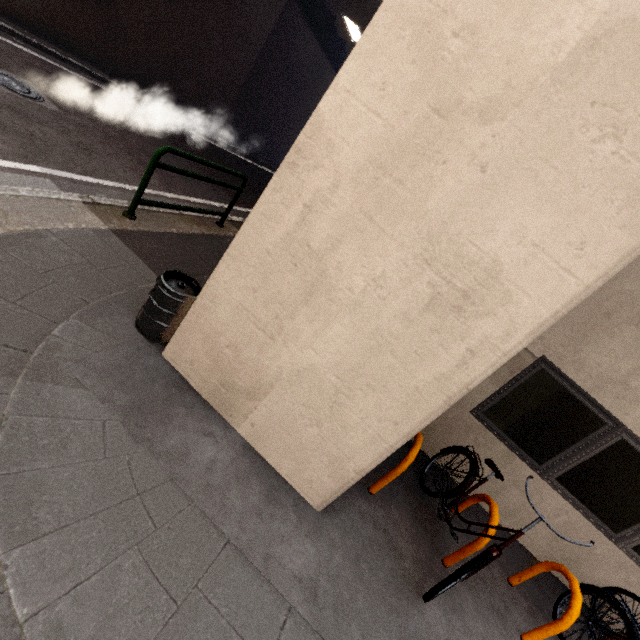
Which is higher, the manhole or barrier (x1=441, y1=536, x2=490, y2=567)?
barrier (x1=441, y1=536, x2=490, y2=567)

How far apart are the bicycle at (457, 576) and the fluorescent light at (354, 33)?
17.3m

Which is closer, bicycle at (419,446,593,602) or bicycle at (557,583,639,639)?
bicycle at (419,446,593,602)

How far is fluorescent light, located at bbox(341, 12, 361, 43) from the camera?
13.9 meters

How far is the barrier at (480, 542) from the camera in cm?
303

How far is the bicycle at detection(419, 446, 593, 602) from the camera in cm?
251

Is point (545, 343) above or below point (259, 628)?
above

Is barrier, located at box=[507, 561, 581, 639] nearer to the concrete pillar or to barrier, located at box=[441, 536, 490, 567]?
barrier, located at box=[441, 536, 490, 567]
